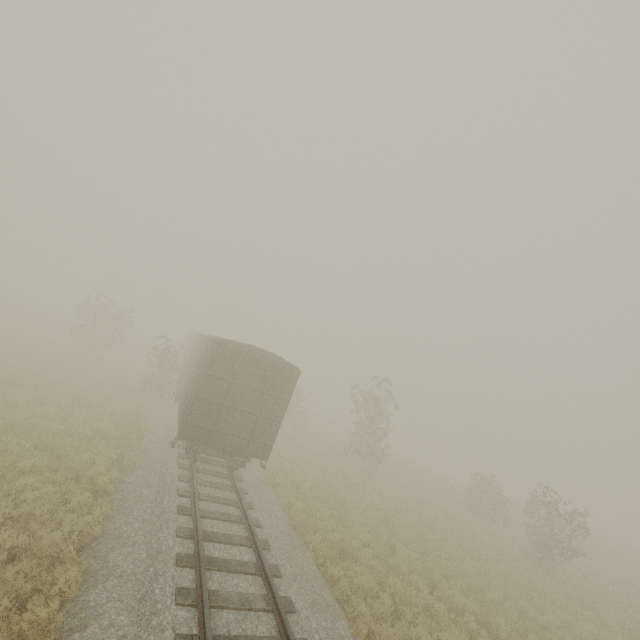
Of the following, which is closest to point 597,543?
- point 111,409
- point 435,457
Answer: point 435,457

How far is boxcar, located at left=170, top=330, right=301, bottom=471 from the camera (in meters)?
11.41

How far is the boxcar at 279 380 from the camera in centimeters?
1141cm
